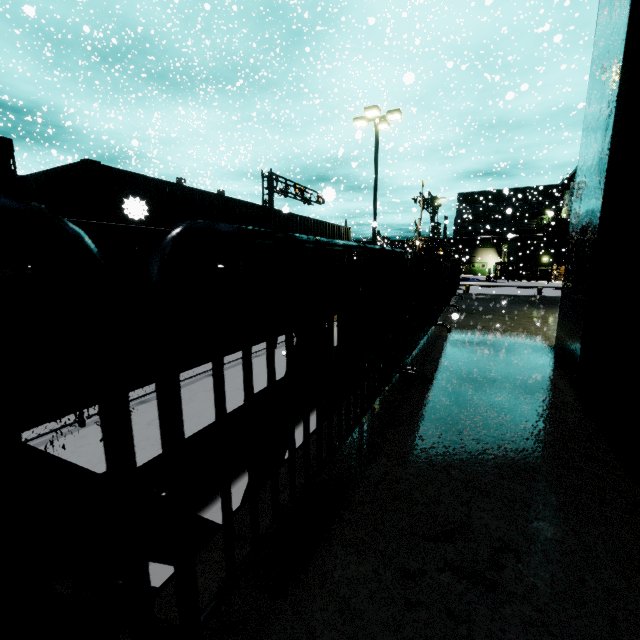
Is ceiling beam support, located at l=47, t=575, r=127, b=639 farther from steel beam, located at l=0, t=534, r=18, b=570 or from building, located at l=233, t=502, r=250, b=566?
steel beam, located at l=0, t=534, r=18, b=570

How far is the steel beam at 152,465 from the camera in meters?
2.7

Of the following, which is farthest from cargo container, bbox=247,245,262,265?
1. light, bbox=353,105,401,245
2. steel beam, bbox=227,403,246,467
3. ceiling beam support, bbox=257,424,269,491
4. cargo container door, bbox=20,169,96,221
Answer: ceiling beam support, bbox=257,424,269,491

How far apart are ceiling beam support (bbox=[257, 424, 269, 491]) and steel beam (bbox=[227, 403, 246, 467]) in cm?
58

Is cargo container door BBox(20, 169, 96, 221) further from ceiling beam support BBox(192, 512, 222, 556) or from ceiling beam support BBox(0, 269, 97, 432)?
ceiling beam support BBox(0, 269, 97, 432)

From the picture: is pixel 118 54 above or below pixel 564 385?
above

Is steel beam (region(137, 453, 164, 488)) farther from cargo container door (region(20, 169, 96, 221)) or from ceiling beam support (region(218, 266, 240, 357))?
cargo container door (region(20, 169, 96, 221))

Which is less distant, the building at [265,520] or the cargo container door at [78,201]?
the building at [265,520]
